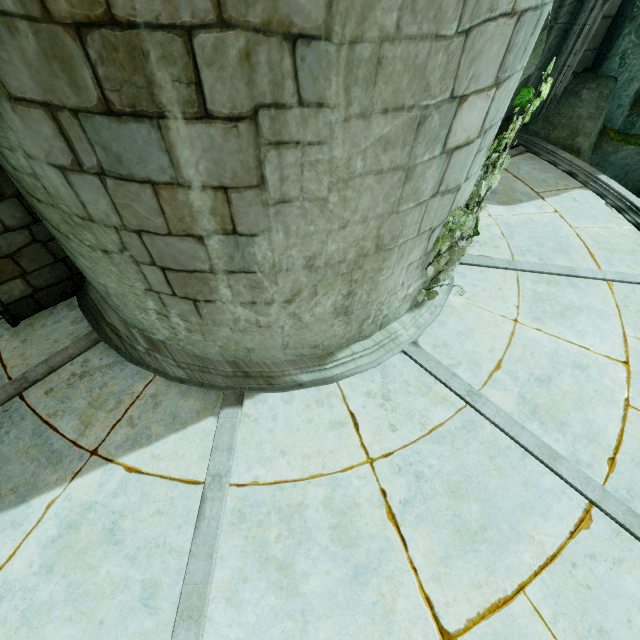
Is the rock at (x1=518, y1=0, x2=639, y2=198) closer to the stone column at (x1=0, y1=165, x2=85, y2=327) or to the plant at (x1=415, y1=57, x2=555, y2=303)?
the plant at (x1=415, y1=57, x2=555, y2=303)

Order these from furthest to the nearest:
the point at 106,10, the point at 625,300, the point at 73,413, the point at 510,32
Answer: the point at 625,300, the point at 73,413, the point at 510,32, the point at 106,10

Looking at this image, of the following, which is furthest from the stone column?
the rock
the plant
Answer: the rock

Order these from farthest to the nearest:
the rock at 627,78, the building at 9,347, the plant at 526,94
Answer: the rock at 627,78 → the plant at 526,94 → the building at 9,347

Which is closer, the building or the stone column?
the building

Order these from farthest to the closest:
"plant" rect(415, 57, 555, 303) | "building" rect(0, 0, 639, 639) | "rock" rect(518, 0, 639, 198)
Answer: "rock" rect(518, 0, 639, 198)
"plant" rect(415, 57, 555, 303)
"building" rect(0, 0, 639, 639)

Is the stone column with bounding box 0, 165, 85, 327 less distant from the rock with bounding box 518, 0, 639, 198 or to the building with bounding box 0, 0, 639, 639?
the building with bounding box 0, 0, 639, 639

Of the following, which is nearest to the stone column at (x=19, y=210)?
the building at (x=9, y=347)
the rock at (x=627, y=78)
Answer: the building at (x=9, y=347)
